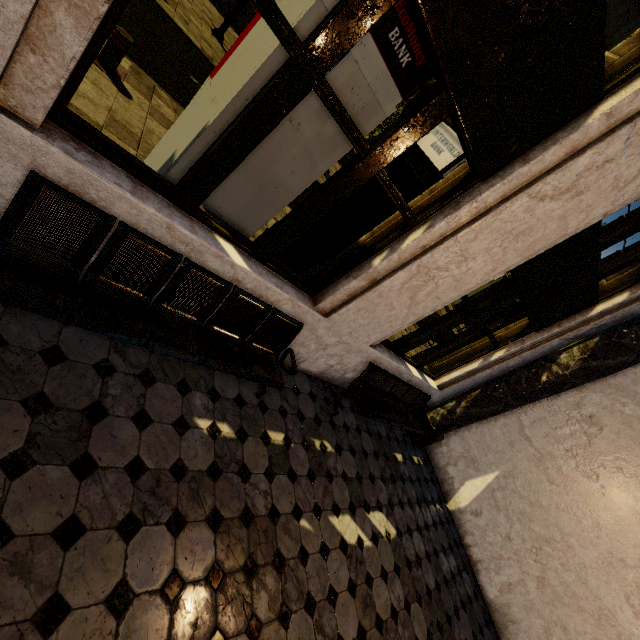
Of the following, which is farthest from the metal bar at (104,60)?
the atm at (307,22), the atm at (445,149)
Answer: the atm at (445,149)

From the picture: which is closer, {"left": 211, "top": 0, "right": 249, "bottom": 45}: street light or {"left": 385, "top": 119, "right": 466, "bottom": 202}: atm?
{"left": 385, "top": 119, "right": 466, "bottom": 202}: atm

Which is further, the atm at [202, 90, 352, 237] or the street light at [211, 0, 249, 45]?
the street light at [211, 0, 249, 45]

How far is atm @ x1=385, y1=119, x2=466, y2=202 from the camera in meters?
3.5

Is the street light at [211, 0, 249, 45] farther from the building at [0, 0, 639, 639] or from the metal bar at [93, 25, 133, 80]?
the building at [0, 0, 639, 639]

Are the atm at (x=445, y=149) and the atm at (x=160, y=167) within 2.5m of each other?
yes

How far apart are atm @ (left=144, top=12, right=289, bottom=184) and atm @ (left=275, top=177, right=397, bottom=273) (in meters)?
→ 0.80

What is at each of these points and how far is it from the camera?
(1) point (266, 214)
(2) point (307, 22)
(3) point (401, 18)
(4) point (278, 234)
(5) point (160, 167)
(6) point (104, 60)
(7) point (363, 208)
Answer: (1) atm, 3.4m
(2) atm, 2.2m
(3) atm, 2.4m
(4) building, 3.0m
(5) atm, 3.1m
(6) metal bar, 4.6m
(7) atm, 4.0m
